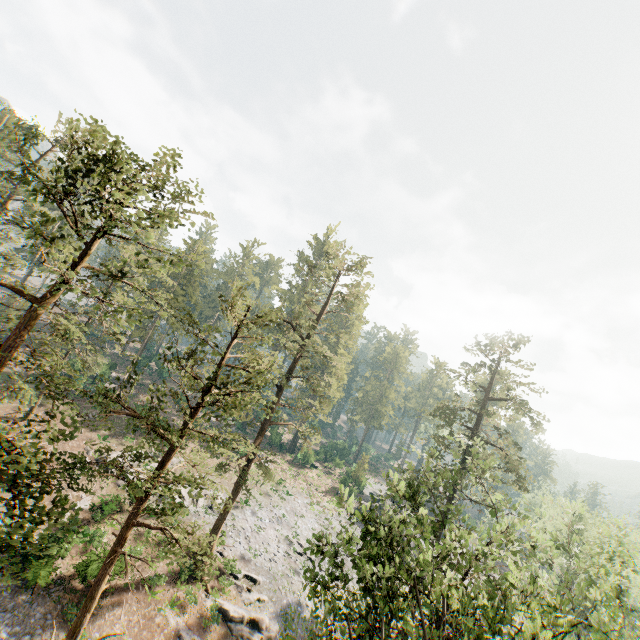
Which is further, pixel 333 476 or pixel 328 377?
pixel 328 377

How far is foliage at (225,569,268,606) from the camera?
25.0m

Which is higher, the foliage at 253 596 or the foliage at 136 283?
the foliage at 136 283

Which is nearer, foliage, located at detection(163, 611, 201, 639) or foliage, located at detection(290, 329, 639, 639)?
foliage, located at detection(290, 329, 639, 639)

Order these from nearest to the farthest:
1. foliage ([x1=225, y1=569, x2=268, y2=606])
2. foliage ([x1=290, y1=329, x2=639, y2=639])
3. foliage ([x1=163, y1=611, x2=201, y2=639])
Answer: foliage ([x1=290, y1=329, x2=639, y2=639]) → foliage ([x1=163, y1=611, x2=201, y2=639]) → foliage ([x1=225, y1=569, x2=268, y2=606])

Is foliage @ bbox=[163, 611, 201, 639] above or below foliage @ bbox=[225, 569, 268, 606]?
below

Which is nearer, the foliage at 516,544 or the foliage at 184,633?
the foliage at 516,544
